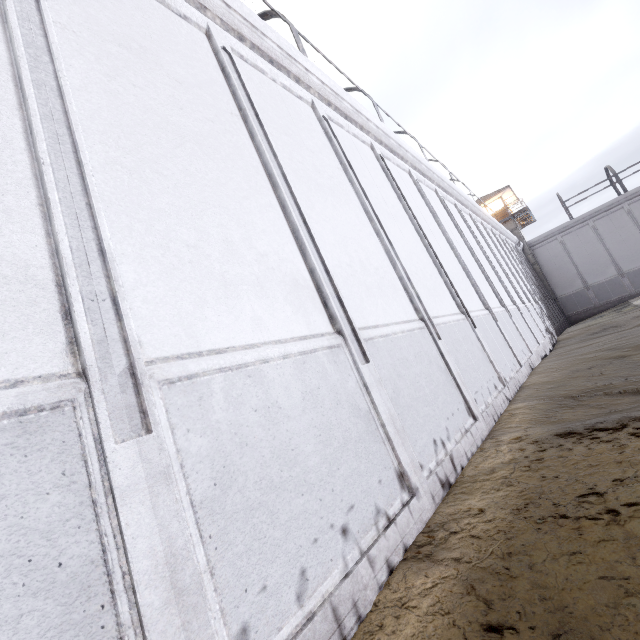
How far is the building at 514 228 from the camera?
30.8 meters

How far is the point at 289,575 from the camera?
2.1m

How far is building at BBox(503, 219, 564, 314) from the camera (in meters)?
30.83
